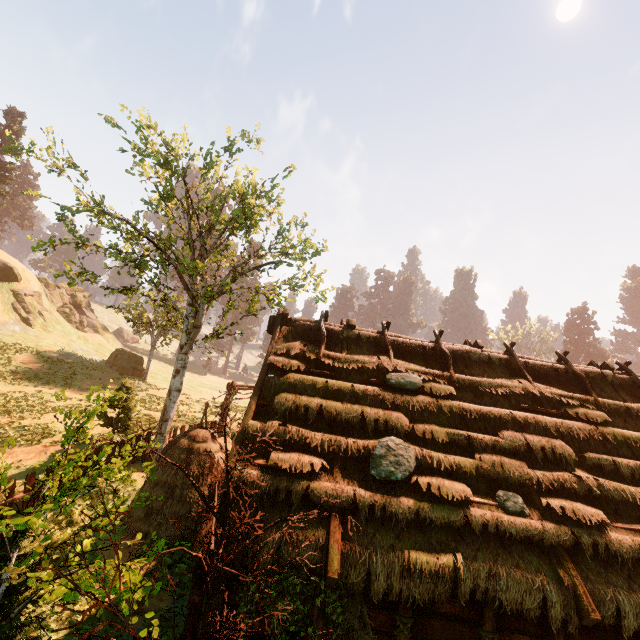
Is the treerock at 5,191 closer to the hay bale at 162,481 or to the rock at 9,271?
the rock at 9,271

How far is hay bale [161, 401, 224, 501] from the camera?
10.6 meters

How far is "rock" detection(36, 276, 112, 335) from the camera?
41.2m

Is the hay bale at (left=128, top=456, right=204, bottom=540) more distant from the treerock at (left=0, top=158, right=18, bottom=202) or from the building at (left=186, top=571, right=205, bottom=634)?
the treerock at (left=0, top=158, right=18, bottom=202)

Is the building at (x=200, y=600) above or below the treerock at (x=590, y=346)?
below

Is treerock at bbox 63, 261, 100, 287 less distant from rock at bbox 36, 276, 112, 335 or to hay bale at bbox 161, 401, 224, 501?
hay bale at bbox 161, 401, 224, 501

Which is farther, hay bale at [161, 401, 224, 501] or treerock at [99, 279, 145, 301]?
treerock at [99, 279, 145, 301]

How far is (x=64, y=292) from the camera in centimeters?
4391cm
